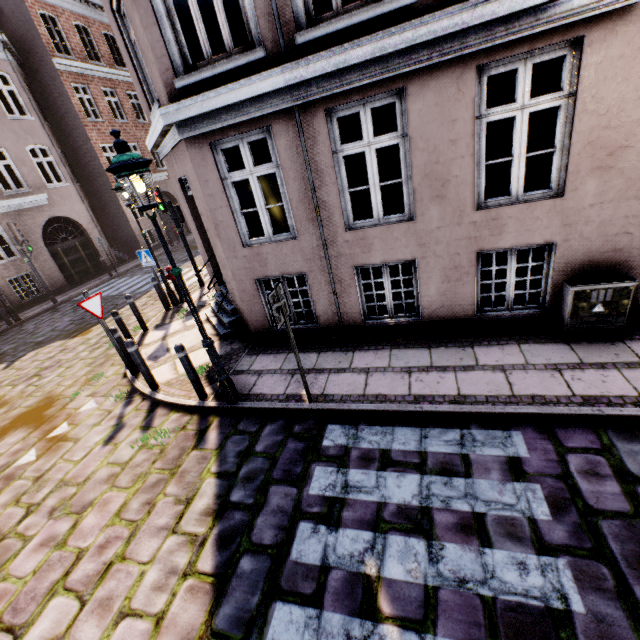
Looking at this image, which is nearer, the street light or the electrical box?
the street light

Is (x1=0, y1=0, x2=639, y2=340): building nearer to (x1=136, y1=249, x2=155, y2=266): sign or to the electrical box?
the electrical box

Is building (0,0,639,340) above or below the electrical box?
above

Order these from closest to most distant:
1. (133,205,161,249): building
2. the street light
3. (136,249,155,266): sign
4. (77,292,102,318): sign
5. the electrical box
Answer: the street light < the electrical box < (77,292,102,318): sign < (136,249,155,266): sign < (133,205,161,249): building

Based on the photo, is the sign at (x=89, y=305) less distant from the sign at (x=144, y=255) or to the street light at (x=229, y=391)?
the street light at (x=229, y=391)

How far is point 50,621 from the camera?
3.1m

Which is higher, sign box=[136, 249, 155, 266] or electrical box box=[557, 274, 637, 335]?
sign box=[136, 249, 155, 266]

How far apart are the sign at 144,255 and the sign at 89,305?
3.61m
